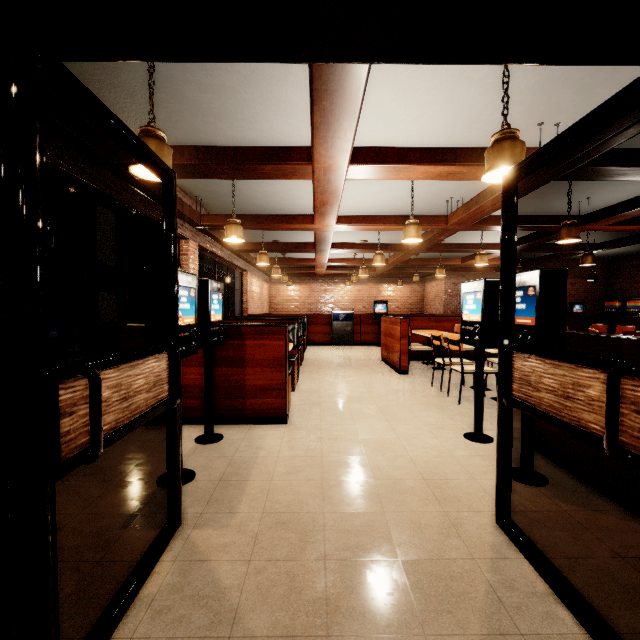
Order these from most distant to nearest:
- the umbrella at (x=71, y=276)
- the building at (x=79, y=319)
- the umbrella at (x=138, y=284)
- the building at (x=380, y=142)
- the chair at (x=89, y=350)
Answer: the building at (x=79, y=319), the chair at (x=89, y=350), the umbrella at (x=138, y=284), the umbrella at (x=71, y=276), the building at (x=380, y=142)

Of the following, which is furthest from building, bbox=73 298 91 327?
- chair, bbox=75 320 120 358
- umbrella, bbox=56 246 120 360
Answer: chair, bbox=75 320 120 358

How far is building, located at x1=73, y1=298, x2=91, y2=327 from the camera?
23.0 meters

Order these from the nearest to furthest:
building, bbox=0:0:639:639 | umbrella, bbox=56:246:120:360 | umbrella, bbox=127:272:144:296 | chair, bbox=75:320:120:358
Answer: building, bbox=0:0:639:639, umbrella, bbox=56:246:120:360, umbrella, bbox=127:272:144:296, chair, bbox=75:320:120:358

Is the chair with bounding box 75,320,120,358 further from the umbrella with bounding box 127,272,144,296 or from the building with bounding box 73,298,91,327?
the building with bounding box 73,298,91,327

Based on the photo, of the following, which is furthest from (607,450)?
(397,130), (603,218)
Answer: (603,218)

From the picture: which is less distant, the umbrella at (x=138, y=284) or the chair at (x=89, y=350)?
the umbrella at (x=138, y=284)
